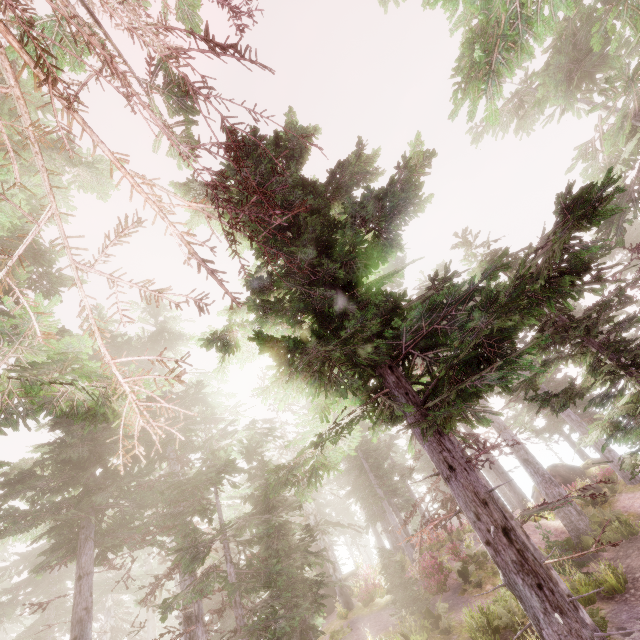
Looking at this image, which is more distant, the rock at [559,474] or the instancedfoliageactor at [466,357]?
the rock at [559,474]

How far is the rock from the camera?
26.37m

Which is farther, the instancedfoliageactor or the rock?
the rock

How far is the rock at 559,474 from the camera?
26.4 meters

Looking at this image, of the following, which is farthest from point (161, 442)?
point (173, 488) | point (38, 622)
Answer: point (38, 622)
